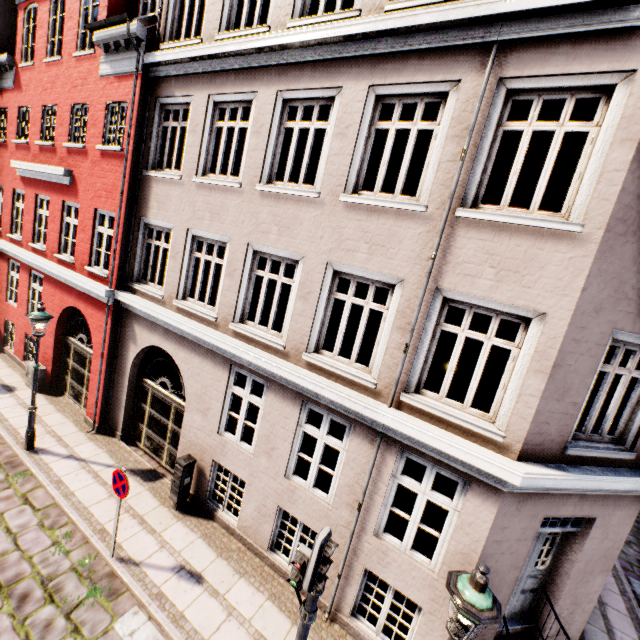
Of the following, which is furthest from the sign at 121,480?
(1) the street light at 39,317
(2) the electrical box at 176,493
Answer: (1) the street light at 39,317

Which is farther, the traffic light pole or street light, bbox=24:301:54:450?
street light, bbox=24:301:54:450

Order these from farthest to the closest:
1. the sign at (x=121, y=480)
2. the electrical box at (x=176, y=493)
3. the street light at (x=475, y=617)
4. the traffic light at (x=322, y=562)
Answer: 1. the electrical box at (x=176, y=493)
2. the sign at (x=121, y=480)
3. the traffic light at (x=322, y=562)
4. the street light at (x=475, y=617)

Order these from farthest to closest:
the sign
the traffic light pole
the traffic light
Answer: the sign
the traffic light pole
the traffic light

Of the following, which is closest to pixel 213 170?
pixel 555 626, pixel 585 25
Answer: pixel 585 25

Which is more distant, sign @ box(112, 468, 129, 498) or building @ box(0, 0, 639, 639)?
sign @ box(112, 468, 129, 498)

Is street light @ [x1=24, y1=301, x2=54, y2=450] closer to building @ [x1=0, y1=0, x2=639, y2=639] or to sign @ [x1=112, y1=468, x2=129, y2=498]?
building @ [x1=0, y1=0, x2=639, y2=639]

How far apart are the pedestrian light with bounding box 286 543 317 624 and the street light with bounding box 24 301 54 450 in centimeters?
787cm
